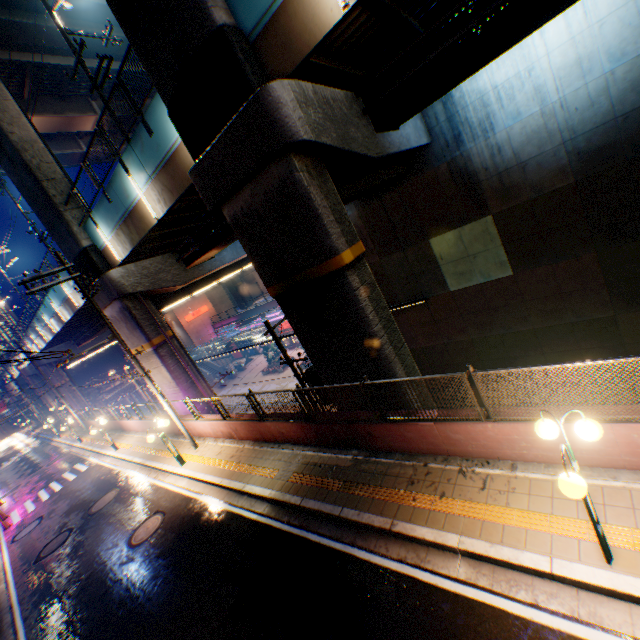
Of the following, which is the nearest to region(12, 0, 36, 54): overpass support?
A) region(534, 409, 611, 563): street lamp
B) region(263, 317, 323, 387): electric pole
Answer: region(263, 317, 323, 387): electric pole

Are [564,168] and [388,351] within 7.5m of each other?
no

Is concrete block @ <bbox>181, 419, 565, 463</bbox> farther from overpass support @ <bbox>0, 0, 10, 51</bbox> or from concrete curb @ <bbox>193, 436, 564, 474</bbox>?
overpass support @ <bbox>0, 0, 10, 51</bbox>

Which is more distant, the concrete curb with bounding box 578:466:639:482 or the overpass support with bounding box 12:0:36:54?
the overpass support with bounding box 12:0:36:54

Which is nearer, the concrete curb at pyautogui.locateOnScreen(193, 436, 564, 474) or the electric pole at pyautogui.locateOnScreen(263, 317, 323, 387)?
the concrete curb at pyautogui.locateOnScreen(193, 436, 564, 474)

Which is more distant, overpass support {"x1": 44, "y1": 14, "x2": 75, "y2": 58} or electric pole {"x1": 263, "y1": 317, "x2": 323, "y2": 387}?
overpass support {"x1": 44, "y1": 14, "x2": 75, "y2": 58}

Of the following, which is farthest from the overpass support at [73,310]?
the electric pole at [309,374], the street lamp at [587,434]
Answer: the street lamp at [587,434]

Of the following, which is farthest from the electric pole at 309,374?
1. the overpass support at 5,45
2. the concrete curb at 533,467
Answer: the concrete curb at 533,467
